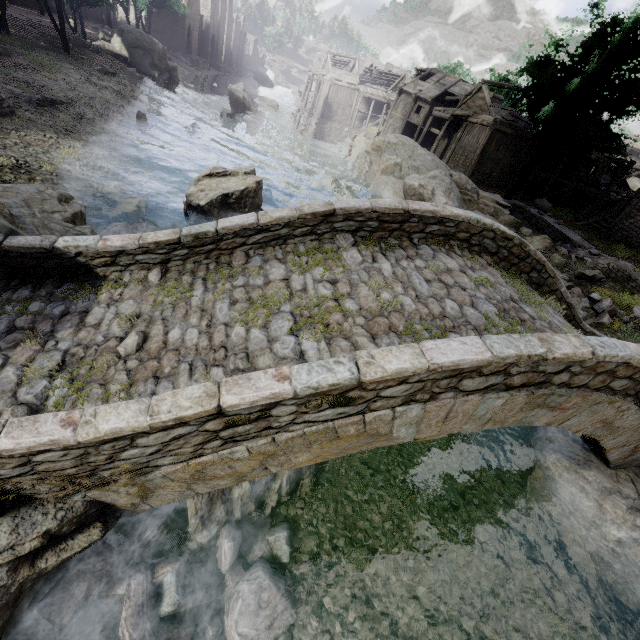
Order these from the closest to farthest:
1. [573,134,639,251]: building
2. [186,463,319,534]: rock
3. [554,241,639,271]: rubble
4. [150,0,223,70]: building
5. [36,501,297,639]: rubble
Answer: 1. [36,501,297,639]: rubble
2. [186,463,319,534]: rock
3. [554,241,639,271]: rubble
4. [573,134,639,251]: building
5. [150,0,223,70]: building

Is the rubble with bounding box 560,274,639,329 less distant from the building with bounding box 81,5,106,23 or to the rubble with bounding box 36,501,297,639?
the building with bounding box 81,5,106,23

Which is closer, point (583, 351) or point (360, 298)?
point (583, 351)

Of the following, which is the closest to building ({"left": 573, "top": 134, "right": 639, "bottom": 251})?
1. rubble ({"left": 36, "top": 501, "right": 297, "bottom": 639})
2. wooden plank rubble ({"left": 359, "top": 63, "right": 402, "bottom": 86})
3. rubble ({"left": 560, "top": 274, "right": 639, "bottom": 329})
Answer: wooden plank rubble ({"left": 359, "top": 63, "right": 402, "bottom": 86})

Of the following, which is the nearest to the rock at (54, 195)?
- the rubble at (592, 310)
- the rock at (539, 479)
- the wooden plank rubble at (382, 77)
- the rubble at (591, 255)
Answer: the rock at (539, 479)

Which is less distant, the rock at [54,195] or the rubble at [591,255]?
the rock at [54,195]

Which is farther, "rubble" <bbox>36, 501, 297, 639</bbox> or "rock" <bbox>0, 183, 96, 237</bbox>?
"rock" <bbox>0, 183, 96, 237</bbox>

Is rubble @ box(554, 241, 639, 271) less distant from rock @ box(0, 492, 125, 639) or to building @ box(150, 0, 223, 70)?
building @ box(150, 0, 223, 70)
